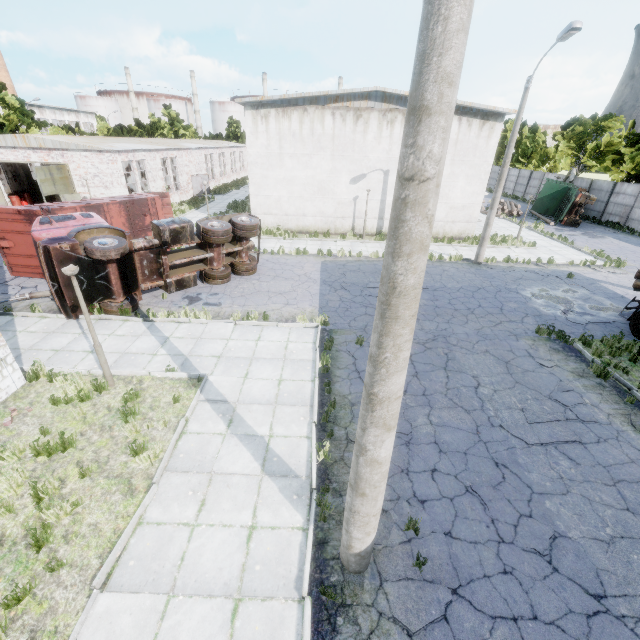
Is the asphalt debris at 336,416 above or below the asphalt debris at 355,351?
below

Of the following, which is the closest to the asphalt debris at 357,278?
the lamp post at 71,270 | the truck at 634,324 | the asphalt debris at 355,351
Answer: the asphalt debris at 355,351

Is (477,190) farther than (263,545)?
Yes

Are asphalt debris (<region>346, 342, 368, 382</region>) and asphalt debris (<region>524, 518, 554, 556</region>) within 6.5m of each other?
yes

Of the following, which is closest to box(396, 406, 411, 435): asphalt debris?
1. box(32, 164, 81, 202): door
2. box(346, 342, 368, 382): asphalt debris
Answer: box(346, 342, 368, 382): asphalt debris

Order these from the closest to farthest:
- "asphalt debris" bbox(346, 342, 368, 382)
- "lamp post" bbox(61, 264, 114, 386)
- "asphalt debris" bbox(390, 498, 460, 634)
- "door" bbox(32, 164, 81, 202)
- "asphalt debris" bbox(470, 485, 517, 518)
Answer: "asphalt debris" bbox(390, 498, 460, 634) → "asphalt debris" bbox(470, 485, 517, 518) → "lamp post" bbox(61, 264, 114, 386) → "asphalt debris" bbox(346, 342, 368, 382) → "door" bbox(32, 164, 81, 202)

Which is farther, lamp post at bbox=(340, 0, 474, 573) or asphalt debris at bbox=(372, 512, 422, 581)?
asphalt debris at bbox=(372, 512, 422, 581)

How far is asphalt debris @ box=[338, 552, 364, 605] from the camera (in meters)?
4.73
